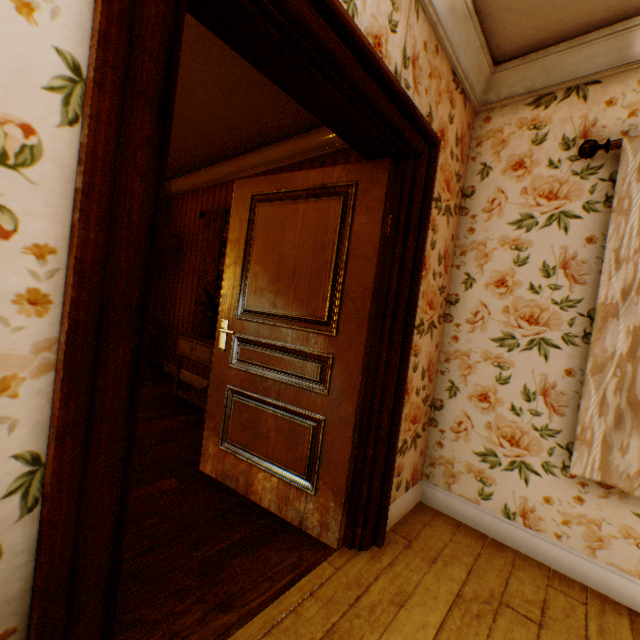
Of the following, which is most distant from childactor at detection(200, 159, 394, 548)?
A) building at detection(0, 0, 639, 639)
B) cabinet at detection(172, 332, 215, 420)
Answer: cabinet at detection(172, 332, 215, 420)

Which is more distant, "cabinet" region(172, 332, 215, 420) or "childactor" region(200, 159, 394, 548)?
"cabinet" region(172, 332, 215, 420)

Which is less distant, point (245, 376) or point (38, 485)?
point (38, 485)

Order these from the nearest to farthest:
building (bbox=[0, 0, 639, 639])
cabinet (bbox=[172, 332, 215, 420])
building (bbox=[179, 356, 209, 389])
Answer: building (bbox=[0, 0, 639, 639]), cabinet (bbox=[172, 332, 215, 420]), building (bbox=[179, 356, 209, 389])

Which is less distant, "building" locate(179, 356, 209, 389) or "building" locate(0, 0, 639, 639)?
"building" locate(0, 0, 639, 639)

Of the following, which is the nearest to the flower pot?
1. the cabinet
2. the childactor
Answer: the cabinet

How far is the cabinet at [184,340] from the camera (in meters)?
3.38

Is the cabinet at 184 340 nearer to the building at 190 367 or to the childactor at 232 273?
the building at 190 367
